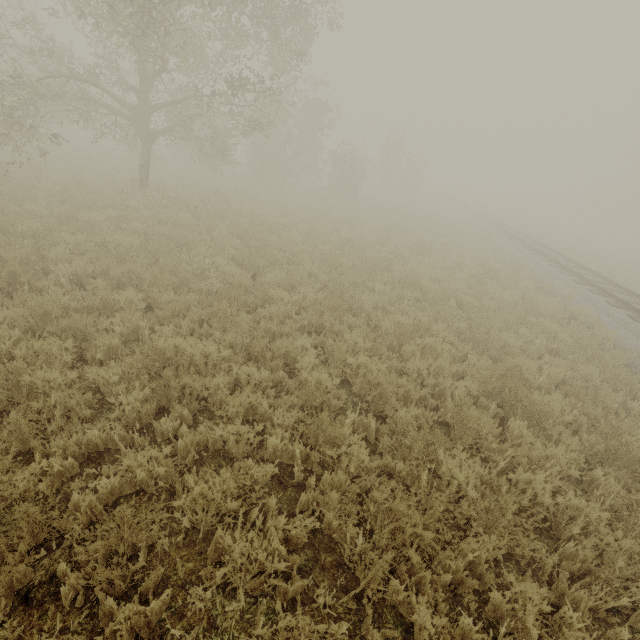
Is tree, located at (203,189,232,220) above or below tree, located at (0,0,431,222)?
below

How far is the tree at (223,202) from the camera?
12.9m

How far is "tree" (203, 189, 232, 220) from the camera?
12.90m

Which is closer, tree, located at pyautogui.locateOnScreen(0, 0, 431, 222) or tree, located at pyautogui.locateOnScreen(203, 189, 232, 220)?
tree, located at pyautogui.locateOnScreen(0, 0, 431, 222)

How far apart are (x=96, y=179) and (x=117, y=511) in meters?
16.6 m

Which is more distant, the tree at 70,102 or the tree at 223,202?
the tree at 223,202
